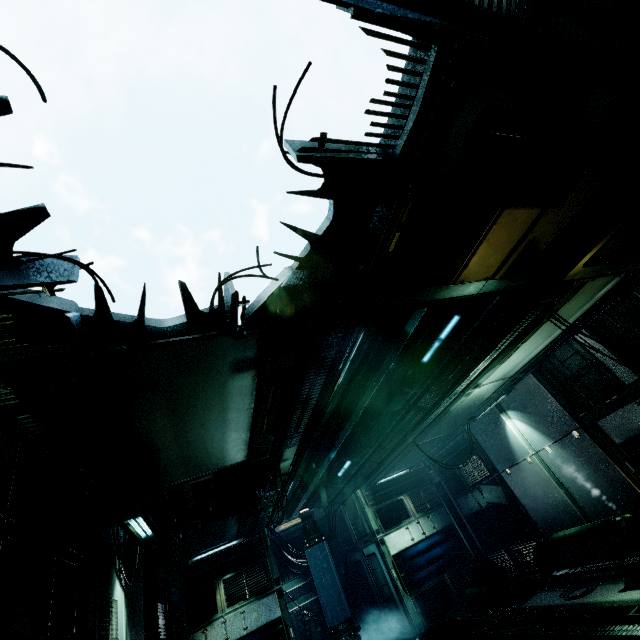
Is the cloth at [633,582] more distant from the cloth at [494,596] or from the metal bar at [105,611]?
the metal bar at [105,611]

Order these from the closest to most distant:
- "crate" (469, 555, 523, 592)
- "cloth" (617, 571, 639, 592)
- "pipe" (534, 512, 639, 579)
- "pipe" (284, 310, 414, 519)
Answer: "pipe" (284, 310, 414, 519), "cloth" (617, 571, 639, 592), "pipe" (534, 512, 639, 579), "crate" (469, 555, 523, 592)

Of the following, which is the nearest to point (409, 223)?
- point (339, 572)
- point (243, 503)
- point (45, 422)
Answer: point (45, 422)

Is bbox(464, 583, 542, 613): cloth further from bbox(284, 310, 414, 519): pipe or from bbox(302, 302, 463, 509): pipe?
bbox(284, 310, 414, 519): pipe

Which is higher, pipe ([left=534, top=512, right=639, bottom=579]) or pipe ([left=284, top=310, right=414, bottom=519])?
pipe ([left=284, top=310, right=414, bottom=519])

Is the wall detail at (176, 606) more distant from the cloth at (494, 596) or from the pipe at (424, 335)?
the cloth at (494, 596)

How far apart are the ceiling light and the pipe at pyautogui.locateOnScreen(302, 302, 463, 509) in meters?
5.0

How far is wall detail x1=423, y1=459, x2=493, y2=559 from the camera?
11.6m
